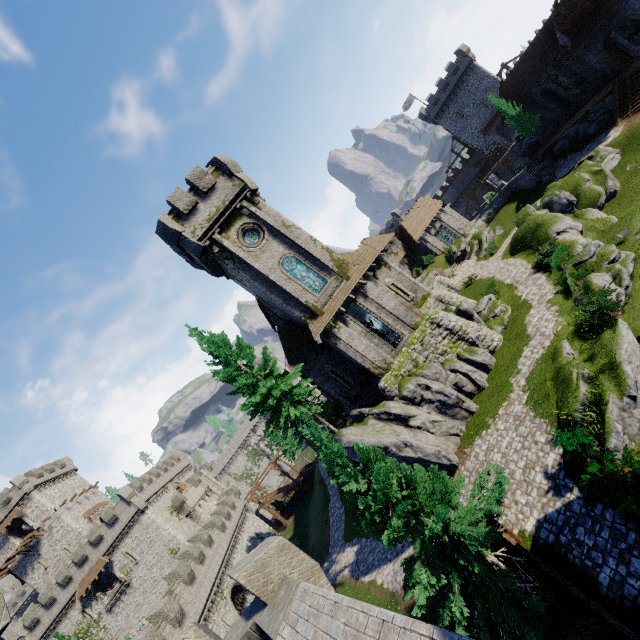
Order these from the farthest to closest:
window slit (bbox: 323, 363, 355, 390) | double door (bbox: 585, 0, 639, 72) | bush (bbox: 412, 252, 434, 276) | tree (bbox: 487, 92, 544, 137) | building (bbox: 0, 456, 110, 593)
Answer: building (bbox: 0, 456, 110, 593), bush (bbox: 412, 252, 434, 276), tree (bbox: 487, 92, 544, 137), double door (bbox: 585, 0, 639, 72), window slit (bbox: 323, 363, 355, 390)

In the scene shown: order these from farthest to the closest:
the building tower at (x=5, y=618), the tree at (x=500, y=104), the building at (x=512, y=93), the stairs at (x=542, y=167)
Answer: the tree at (x=500, y=104)
the stairs at (x=542, y=167)
the building at (x=512, y=93)
the building tower at (x=5, y=618)

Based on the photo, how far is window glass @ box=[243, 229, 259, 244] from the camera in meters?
24.6

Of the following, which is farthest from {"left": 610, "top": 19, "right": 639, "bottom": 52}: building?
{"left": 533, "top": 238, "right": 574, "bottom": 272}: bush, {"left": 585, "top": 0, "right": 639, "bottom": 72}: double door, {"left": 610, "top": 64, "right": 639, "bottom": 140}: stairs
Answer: {"left": 533, "top": 238, "right": 574, "bottom": 272}: bush

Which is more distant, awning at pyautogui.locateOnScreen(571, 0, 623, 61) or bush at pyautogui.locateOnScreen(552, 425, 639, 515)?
awning at pyautogui.locateOnScreen(571, 0, 623, 61)

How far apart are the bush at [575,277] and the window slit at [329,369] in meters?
15.4 m

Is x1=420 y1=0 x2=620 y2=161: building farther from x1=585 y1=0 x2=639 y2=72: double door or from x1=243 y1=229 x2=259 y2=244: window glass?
x1=243 y1=229 x2=259 y2=244: window glass

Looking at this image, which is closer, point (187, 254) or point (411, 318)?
point (411, 318)
